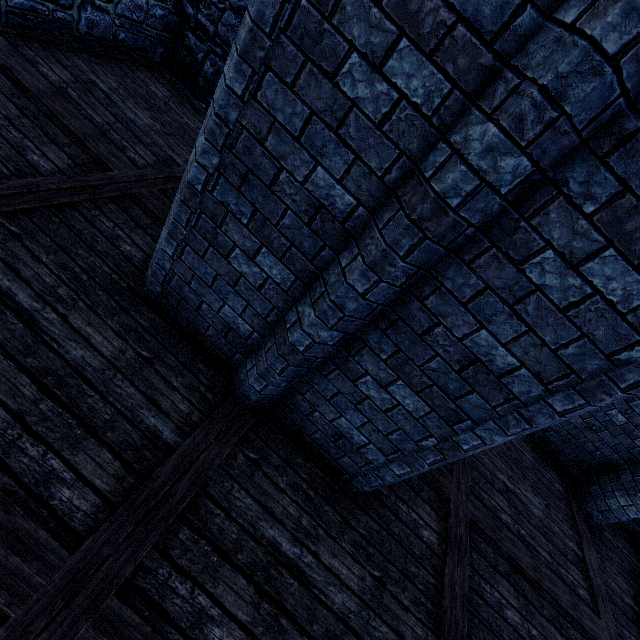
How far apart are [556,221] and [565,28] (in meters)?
0.81
